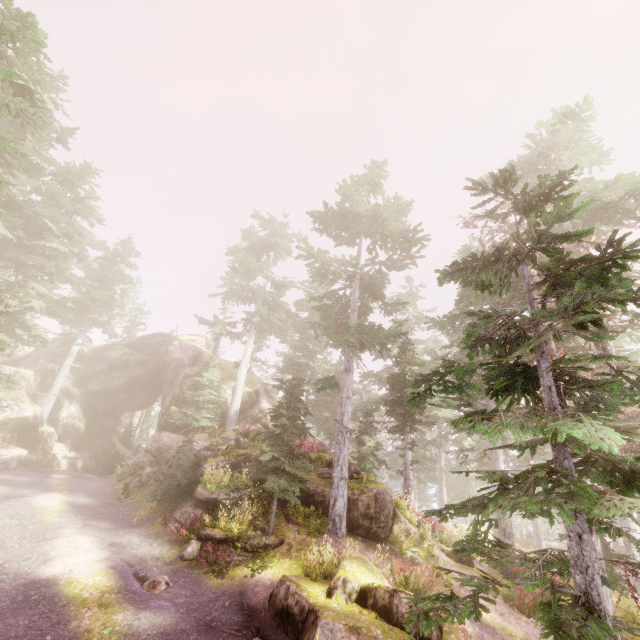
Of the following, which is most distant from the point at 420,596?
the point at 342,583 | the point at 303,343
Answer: the point at 303,343

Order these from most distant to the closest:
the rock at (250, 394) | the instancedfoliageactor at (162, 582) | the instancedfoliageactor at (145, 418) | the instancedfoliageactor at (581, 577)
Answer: the instancedfoliageactor at (145, 418), the rock at (250, 394), the instancedfoliageactor at (162, 582), the instancedfoliageactor at (581, 577)

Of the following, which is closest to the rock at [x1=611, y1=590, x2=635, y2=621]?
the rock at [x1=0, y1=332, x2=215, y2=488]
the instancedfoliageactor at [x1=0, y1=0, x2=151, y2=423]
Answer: the instancedfoliageactor at [x1=0, y1=0, x2=151, y2=423]

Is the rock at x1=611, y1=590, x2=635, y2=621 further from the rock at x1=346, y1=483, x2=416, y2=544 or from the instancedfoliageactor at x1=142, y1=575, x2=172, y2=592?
the rock at x1=346, y1=483, x2=416, y2=544

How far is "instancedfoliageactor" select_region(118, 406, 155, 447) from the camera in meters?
40.1

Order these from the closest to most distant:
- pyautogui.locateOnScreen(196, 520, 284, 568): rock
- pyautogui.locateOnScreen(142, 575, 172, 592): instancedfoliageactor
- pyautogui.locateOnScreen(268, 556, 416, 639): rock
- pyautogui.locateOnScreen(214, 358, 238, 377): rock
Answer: pyautogui.locateOnScreen(268, 556, 416, 639): rock < pyautogui.locateOnScreen(142, 575, 172, 592): instancedfoliageactor < pyautogui.locateOnScreen(196, 520, 284, 568): rock < pyautogui.locateOnScreen(214, 358, 238, 377): rock

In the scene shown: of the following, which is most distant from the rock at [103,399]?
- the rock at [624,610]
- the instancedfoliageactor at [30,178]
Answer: the rock at [624,610]
